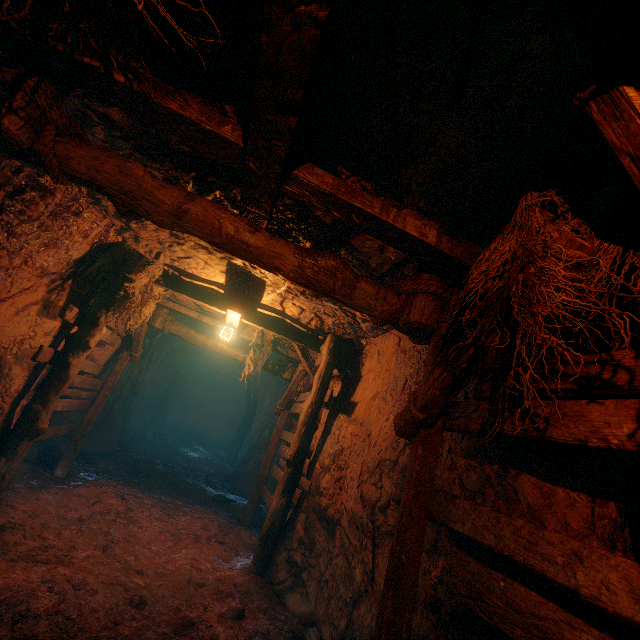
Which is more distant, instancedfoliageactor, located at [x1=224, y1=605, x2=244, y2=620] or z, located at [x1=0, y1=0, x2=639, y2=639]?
instancedfoliageactor, located at [x1=224, y1=605, x2=244, y2=620]

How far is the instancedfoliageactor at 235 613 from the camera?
4.0 meters

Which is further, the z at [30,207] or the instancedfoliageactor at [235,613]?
the instancedfoliageactor at [235,613]

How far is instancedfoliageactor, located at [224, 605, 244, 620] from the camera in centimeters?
400cm

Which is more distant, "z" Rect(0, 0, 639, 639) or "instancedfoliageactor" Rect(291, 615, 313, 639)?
"instancedfoliageactor" Rect(291, 615, 313, 639)

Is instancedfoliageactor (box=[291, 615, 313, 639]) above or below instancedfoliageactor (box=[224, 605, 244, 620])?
above

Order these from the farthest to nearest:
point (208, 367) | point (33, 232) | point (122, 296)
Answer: point (208, 367), point (122, 296), point (33, 232)
